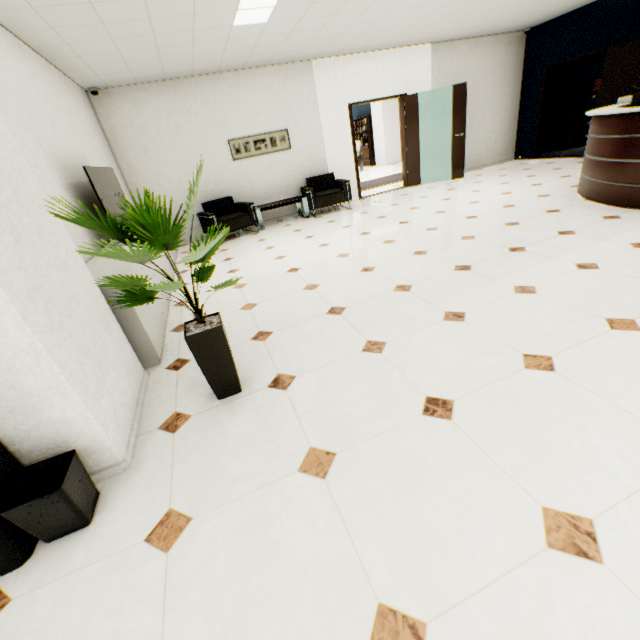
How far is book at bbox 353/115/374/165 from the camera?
15.6m

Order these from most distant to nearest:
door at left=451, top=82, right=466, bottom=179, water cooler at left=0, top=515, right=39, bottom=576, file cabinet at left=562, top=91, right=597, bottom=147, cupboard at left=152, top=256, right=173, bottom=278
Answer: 1. file cabinet at left=562, top=91, right=597, bottom=147
2. door at left=451, top=82, right=466, bottom=179
3. cupboard at left=152, top=256, right=173, bottom=278
4. water cooler at left=0, top=515, right=39, bottom=576

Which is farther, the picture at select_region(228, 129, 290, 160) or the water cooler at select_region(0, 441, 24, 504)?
the picture at select_region(228, 129, 290, 160)

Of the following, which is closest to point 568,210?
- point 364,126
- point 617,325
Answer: point 617,325

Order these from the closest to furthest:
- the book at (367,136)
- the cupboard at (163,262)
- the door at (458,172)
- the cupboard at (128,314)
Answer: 1. the cupboard at (128,314)
2. the cupboard at (163,262)
3. the door at (458,172)
4. the book at (367,136)

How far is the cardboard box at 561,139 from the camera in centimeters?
914cm

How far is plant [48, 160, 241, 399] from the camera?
1.52m

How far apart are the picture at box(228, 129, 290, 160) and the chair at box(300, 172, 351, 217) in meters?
0.7
